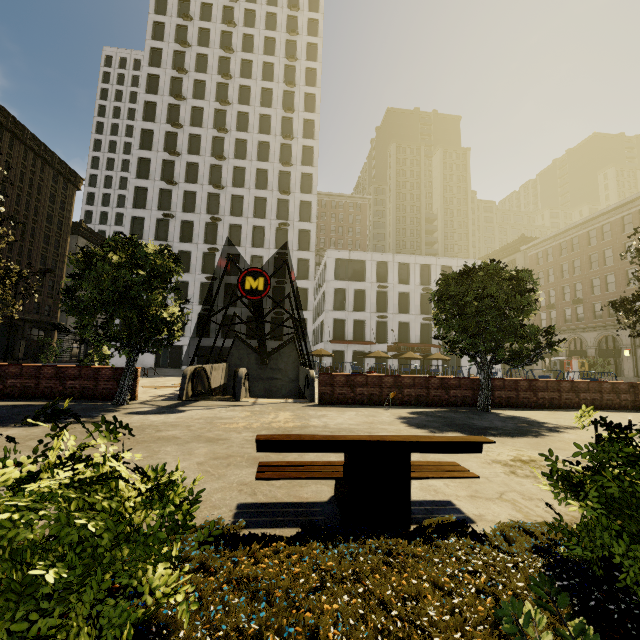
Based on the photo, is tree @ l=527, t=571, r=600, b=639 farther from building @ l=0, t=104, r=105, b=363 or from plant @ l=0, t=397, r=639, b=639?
building @ l=0, t=104, r=105, b=363

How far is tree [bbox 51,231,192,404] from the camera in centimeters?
999cm

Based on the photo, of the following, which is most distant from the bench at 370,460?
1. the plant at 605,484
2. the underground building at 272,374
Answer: the underground building at 272,374

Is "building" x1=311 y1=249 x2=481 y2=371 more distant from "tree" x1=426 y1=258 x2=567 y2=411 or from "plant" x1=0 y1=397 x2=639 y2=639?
"plant" x1=0 y1=397 x2=639 y2=639

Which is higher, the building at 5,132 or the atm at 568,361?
the building at 5,132

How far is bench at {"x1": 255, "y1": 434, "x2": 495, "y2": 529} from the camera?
3.41m

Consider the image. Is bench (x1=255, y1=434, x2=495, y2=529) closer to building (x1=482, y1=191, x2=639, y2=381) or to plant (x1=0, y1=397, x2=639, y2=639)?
plant (x1=0, y1=397, x2=639, y2=639)

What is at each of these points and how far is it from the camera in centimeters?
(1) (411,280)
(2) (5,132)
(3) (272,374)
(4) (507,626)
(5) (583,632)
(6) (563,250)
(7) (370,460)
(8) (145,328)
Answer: (1) building, 4294cm
(2) building, 3728cm
(3) underground building, 2284cm
(4) tree, 111cm
(5) tree, 95cm
(6) building, 4306cm
(7) bench, 346cm
(8) tree, 991cm
